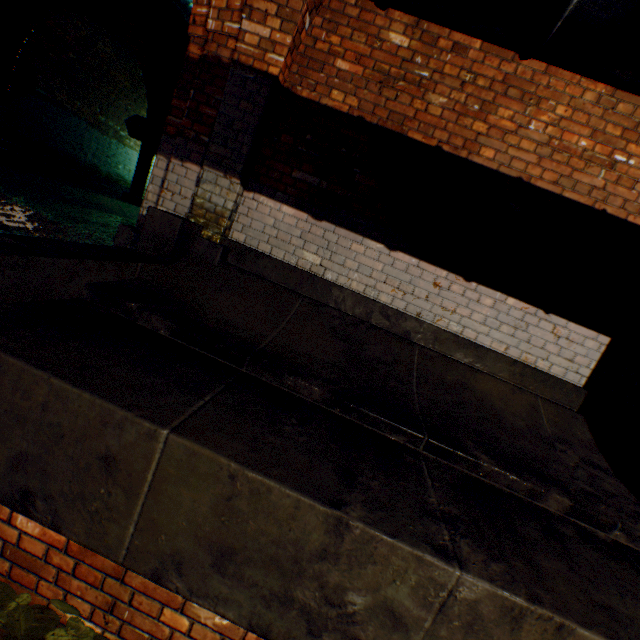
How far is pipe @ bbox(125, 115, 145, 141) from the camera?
9.1 meters

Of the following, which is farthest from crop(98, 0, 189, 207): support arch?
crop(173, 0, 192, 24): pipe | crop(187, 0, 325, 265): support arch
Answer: crop(187, 0, 325, 265): support arch

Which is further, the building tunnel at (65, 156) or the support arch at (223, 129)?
the building tunnel at (65, 156)

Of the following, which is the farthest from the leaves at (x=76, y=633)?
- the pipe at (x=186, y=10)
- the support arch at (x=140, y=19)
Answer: the support arch at (x=140, y=19)

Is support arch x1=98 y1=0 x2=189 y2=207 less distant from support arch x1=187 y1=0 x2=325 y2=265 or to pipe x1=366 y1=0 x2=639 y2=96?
pipe x1=366 y1=0 x2=639 y2=96

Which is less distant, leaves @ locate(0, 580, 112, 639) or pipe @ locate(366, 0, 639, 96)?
pipe @ locate(366, 0, 639, 96)

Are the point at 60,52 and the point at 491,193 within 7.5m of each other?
no

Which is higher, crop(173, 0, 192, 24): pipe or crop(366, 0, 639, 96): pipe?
crop(173, 0, 192, 24): pipe
